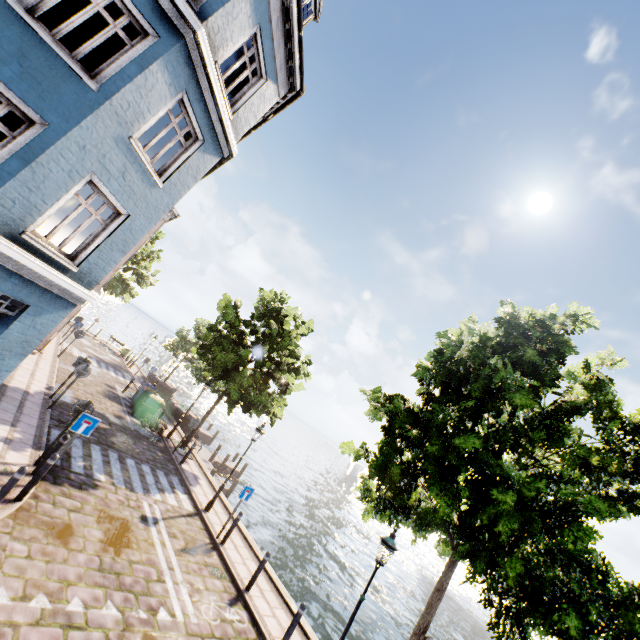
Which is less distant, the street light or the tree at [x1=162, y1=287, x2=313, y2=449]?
the street light

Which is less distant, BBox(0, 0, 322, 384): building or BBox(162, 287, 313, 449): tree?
BBox(0, 0, 322, 384): building

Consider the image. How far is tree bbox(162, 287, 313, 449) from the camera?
16.6m

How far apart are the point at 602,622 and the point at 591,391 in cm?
522

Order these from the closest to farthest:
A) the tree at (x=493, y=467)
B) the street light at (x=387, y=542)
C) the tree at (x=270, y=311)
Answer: the tree at (x=493, y=467) < the street light at (x=387, y=542) < the tree at (x=270, y=311)

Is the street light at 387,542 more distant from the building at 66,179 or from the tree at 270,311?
the building at 66,179

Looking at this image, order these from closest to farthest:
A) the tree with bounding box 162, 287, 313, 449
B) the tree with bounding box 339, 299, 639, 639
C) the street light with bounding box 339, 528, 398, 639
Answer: the tree with bounding box 339, 299, 639, 639 → the street light with bounding box 339, 528, 398, 639 → the tree with bounding box 162, 287, 313, 449
